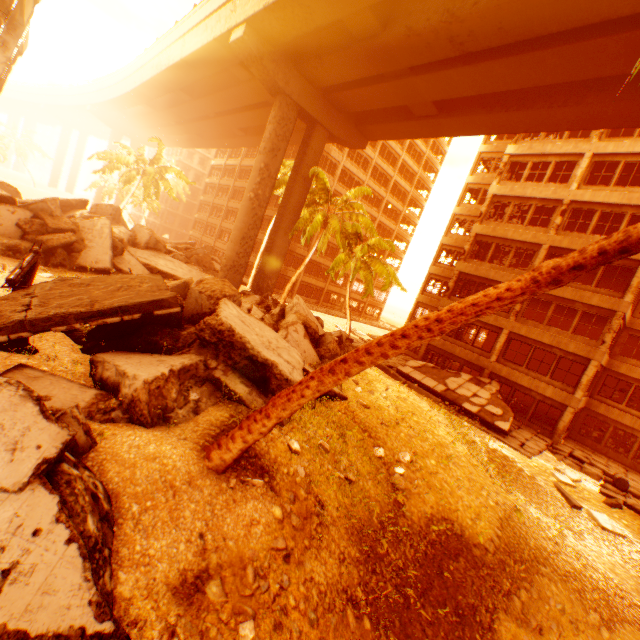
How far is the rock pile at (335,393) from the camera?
8.49m

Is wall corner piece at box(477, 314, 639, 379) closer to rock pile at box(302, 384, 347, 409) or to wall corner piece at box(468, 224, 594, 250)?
wall corner piece at box(468, 224, 594, 250)

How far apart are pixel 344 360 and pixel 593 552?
12.58m

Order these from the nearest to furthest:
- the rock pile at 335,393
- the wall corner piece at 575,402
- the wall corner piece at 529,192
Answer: the rock pile at 335,393, the wall corner piece at 529,192, the wall corner piece at 575,402

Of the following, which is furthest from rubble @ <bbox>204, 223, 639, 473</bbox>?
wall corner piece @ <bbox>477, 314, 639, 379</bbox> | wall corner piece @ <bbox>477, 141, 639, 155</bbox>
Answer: wall corner piece @ <bbox>477, 141, 639, 155</bbox>

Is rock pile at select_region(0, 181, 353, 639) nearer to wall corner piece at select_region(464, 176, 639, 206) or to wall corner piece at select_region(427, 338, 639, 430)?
wall corner piece at select_region(427, 338, 639, 430)

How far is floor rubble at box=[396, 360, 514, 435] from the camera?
18.19m

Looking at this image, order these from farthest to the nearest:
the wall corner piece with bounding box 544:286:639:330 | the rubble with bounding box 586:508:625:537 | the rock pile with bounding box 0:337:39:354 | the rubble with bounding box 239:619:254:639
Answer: Answer: the wall corner piece with bounding box 544:286:639:330, the rubble with bounding box 586:508:625:537, the rock pile with bounding box 0:337:39:354, the rubble with bounding box 239:619:254:639
